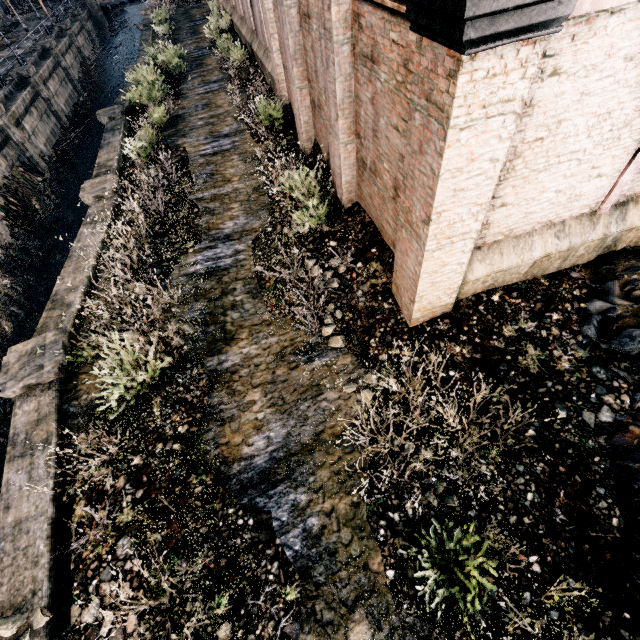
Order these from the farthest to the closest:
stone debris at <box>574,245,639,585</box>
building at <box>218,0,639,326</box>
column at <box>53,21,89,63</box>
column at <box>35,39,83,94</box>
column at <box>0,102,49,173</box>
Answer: column at <box>53,21,89,63</box>
column at <box>35,39,83,94</box>
column at <box>0,102,49,173</box>
stone debris at <box>574,245,639,585</box>
building at <box>218,0,639,326</box>

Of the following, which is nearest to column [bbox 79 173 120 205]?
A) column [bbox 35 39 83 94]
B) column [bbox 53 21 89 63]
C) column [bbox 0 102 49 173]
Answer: column [bbox 0 102 49 173]

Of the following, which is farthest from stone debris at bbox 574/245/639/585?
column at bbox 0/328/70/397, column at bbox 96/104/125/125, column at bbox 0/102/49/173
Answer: column at bbox 0/102/49/173

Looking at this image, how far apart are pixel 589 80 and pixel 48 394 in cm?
1277

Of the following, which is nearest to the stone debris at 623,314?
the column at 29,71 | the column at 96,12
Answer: the column at 29,71

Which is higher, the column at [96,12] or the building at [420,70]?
the building at [420,70]

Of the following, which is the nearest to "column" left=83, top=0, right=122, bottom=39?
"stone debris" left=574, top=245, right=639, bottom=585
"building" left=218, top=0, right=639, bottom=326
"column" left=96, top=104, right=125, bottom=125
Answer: "building" left=218, top=0, right=639, bottom=326

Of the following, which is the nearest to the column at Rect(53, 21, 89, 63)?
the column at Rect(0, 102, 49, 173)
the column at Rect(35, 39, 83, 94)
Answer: the column at Rect(35, 39, 83, 94)
